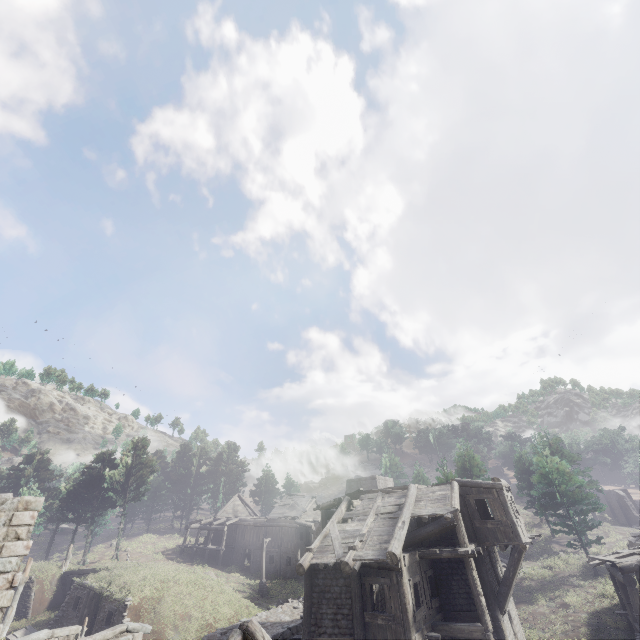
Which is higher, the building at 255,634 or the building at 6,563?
the building at 6,563

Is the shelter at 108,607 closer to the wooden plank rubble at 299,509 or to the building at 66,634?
the building at 66,634

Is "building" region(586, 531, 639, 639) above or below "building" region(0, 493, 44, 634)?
below

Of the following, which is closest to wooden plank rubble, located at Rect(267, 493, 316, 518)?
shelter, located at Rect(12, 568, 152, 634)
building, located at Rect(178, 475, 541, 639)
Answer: shelter, located at Rect(12, 568, 152, 634)

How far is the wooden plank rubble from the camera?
41.7m

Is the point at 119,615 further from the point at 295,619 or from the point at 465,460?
the point at 465,460

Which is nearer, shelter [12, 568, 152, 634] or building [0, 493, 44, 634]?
building [0, 493, 44, 634]

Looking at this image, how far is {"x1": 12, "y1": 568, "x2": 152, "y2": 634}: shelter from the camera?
21.1 meters
